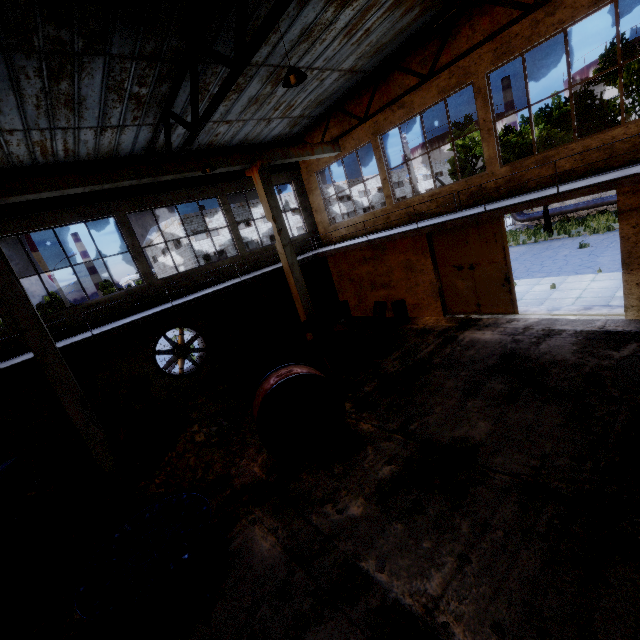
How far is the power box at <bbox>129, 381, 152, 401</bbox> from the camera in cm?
1191

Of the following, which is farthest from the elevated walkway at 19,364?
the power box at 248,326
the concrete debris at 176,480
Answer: the concrete debris at 176,480

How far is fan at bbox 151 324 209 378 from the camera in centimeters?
1252cm

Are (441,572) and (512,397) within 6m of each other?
yes

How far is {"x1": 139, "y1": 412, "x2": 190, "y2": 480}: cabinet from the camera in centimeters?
854cm

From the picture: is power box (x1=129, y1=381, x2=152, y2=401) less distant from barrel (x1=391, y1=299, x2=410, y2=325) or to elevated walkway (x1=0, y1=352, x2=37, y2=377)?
elevated walkway (x1=0, y1=352, x2=37, y2=377)

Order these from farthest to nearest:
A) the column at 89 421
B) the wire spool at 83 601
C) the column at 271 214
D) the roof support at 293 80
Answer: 1. the column at 271 214
2. the column at 89 421
3. the roof support at 293 80
4. the wire spool at 83 601

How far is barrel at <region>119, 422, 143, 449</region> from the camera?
10.6m
